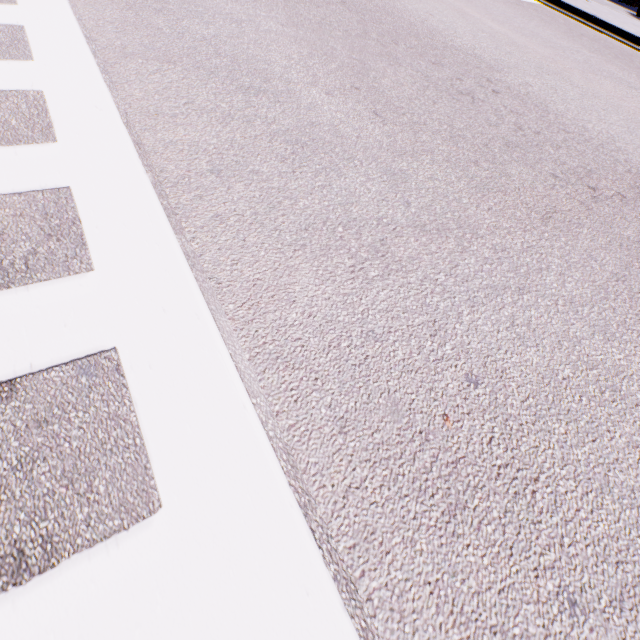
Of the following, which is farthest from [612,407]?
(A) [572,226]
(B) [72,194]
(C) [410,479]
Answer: (B) [72,194]
